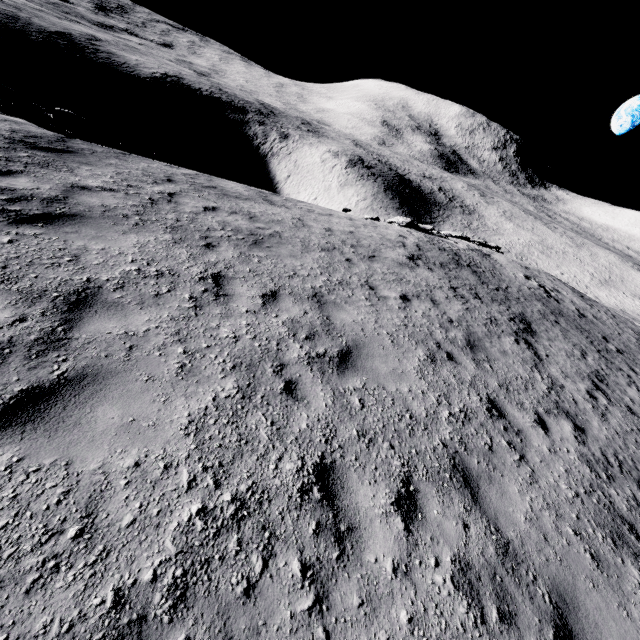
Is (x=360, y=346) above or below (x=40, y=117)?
above
